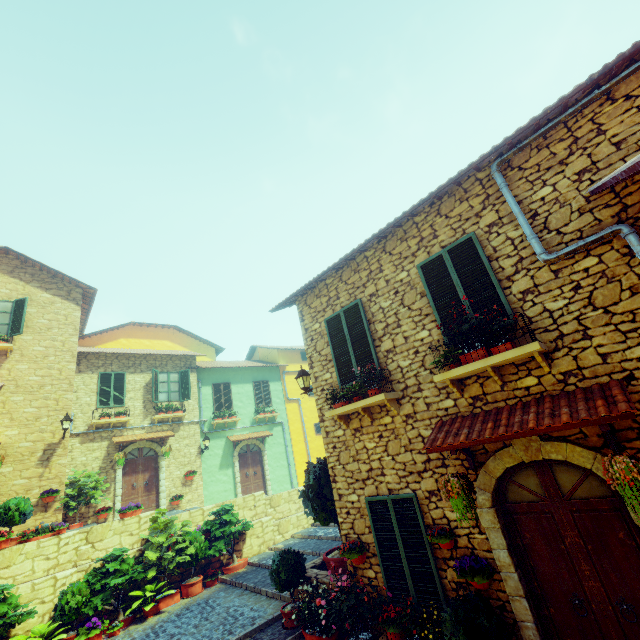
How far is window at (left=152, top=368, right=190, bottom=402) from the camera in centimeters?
1609cm

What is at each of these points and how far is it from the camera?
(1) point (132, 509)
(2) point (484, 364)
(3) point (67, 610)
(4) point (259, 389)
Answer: (1) flower pot, 10.2m
(2) window sill, 4.5m
(3) potted tree, 7.8m
(4) window, 20.0m

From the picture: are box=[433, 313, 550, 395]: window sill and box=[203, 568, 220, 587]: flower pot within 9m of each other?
no

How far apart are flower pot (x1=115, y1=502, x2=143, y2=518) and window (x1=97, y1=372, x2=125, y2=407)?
5.7m

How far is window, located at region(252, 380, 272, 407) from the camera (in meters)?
19.61

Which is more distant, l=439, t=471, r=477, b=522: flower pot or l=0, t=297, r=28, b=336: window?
l=0, t=297, r=28, b=336: window

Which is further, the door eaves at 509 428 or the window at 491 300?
the window at 491 300

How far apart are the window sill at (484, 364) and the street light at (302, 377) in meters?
3.3 m
